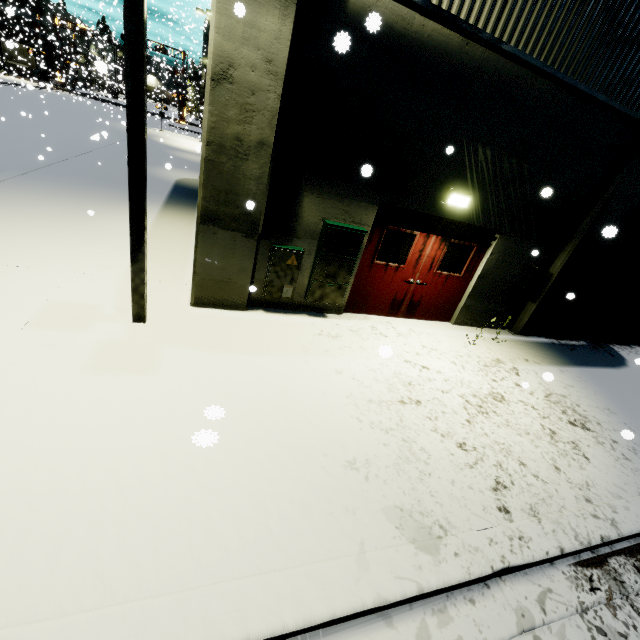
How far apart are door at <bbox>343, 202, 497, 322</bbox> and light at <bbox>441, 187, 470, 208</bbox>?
0.3 meters

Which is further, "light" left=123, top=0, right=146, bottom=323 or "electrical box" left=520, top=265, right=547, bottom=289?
"electrical box" left=520, top=265, right=547, bottom=289

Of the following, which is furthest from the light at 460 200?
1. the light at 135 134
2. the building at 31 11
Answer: the light at 135 134

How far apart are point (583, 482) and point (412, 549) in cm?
302

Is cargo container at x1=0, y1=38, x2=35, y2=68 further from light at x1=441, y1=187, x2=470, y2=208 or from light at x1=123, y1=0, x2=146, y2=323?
light at x1=441, y1=187, x2=470, y2=208

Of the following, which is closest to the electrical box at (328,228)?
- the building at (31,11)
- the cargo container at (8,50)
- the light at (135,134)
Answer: the building at (31,11)

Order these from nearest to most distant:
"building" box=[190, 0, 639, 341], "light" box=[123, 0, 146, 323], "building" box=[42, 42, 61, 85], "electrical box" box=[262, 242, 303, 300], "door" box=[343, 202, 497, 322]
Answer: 1. "light" box=[123, 0, 146, 323]
2. "building" box=[190, 0, 639, 341]
3. "electrical box" box=[262, 242, 303, 300]
4. "door" box=[343, 202, 497, 322]
5. "building" box=[42, 42, 61, 85]
